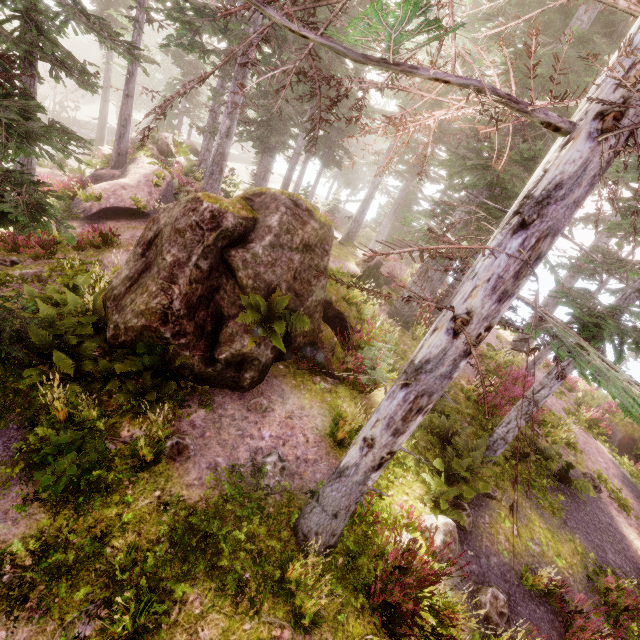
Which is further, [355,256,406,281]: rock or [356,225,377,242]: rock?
[356,225,377,242]: rock

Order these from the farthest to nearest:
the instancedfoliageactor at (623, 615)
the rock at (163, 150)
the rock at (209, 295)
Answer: the rock at (163, 150) → the rock at (209, 295) → the instancedfoliageactor at (623, 615)

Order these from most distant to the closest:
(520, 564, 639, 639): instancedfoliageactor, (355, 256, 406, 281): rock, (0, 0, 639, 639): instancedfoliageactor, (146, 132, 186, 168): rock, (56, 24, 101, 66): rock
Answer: (56, 24, 101, 66): rock → (146, 132, 186, 168): rock → (355, 256, 406, 281): rock → (520, 564, 639, 639): instancedfoliageactor → (0, 0, 639, 639): instancedfoliageactor

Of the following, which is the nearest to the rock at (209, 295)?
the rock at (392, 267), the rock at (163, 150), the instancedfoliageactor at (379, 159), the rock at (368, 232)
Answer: the instancedfoliageactor at (379, 159)

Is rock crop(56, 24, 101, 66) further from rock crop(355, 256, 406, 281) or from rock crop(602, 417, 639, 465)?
rock crop(602, 417, 639, 465)

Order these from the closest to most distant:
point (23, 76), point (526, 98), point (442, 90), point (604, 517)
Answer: point (442, 90), point (23, 76), point (604, 517), point (526, 98)

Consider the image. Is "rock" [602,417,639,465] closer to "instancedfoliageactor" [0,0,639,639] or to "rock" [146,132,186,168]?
"instancedfoliageactor" [0,0,639,639]

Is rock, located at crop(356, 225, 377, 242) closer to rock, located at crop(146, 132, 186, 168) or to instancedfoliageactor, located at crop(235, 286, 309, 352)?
instancedfoliageactor, located at crop(235, 286, 309, 352)
